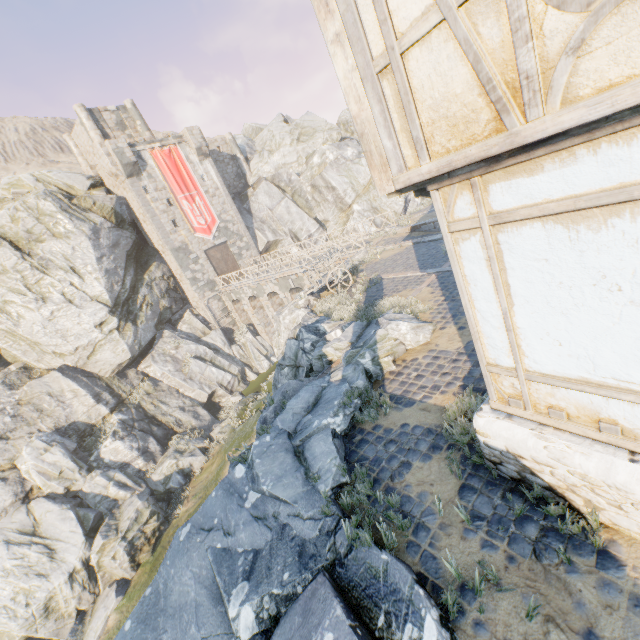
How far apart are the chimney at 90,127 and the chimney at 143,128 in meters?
3.2 m

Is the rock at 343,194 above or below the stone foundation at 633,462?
above

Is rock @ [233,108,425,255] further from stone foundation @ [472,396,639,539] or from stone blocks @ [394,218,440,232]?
stone foundation @ [472,396,639,539]

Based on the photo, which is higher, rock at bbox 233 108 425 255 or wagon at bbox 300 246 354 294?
rock at bbox 233 108 425 255

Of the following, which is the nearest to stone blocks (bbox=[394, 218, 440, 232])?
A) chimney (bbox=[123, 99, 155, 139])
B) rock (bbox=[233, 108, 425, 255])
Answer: rock (bbox=[233, 108, 425, 255])

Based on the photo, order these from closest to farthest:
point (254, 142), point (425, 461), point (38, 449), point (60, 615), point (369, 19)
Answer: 1. point (369, 19)
2. point (425, 461)
3. point (60, 615)
4. point (38, 449)
5. point (254, 142)

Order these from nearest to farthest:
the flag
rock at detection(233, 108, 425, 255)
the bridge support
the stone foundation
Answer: the stone foundation, the bridge support, the flag, rock at detection(233, 108, 425, 255)

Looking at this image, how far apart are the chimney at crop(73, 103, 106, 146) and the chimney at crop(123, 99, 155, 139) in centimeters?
319cm
